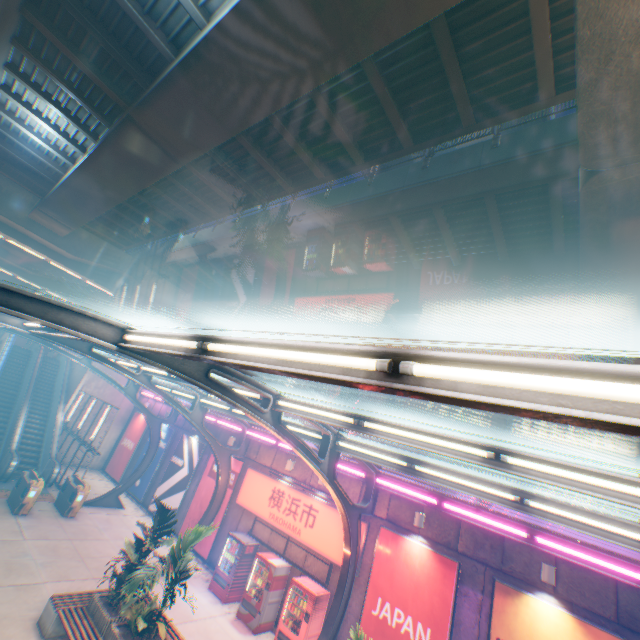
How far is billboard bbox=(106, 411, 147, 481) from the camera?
22.06m

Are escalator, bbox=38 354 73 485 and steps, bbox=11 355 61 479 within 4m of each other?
yes

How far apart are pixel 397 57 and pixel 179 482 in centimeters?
2117cm

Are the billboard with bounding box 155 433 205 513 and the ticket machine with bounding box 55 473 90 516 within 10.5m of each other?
yes

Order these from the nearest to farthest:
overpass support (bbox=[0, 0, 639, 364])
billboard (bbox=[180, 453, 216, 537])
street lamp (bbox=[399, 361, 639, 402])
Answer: street lamp (bbox=[399, 361, 639, 402])
overpass support (bbox=[0, 0, 639, 364])
billboard (bbox=[180, 453, 216, 537])

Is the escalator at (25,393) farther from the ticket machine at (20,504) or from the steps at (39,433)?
the ticket machine at (20,504)

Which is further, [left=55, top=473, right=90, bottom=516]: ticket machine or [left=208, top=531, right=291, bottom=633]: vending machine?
[left=55, top=473, right=90, bottom=516]: ticket machine

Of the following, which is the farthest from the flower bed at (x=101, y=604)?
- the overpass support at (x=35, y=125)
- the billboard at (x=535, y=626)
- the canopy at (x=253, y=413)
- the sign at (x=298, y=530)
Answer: the overpass support at (x=35, y=125)
